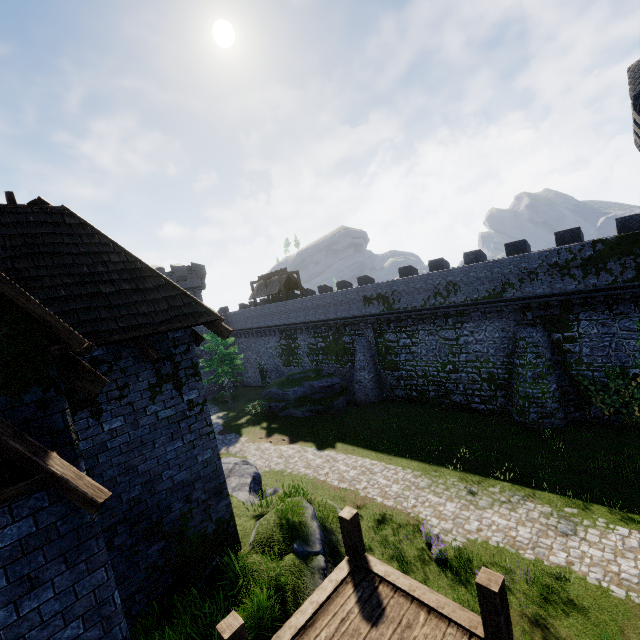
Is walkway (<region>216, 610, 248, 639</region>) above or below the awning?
below

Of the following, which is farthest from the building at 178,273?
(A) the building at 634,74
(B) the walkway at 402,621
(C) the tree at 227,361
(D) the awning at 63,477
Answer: (C) the tree at 227,361

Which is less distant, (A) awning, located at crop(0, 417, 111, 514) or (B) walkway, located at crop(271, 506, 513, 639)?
(A) awning, located at crop(0, 417, 111, 514)

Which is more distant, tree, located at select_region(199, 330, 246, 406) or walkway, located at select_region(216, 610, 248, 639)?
tree, located at select_region(199, 330, 246, 406)

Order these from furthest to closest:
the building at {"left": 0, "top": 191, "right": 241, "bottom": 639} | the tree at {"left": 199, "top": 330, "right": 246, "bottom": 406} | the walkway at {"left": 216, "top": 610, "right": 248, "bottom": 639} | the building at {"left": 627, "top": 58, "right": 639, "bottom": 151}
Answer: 1. the tree at {"left": 199, "top": 330, "right": 246, "bottom": 406}
2. the building at {"left": 627, "top": 58, "right": 639, "bottom": 151}
3. the walkway at {"left": 216, "top": 610, "right": 248, "bottom": 639}
4. the building at {"left": 0, "top": 191, "right": 241, "bottom": 639}

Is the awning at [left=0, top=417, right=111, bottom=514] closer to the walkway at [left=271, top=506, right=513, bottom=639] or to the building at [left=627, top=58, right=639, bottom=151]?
the walkway at [left=271, top=506, right=513, bottom=639]

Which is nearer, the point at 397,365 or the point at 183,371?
the point at 183,371
